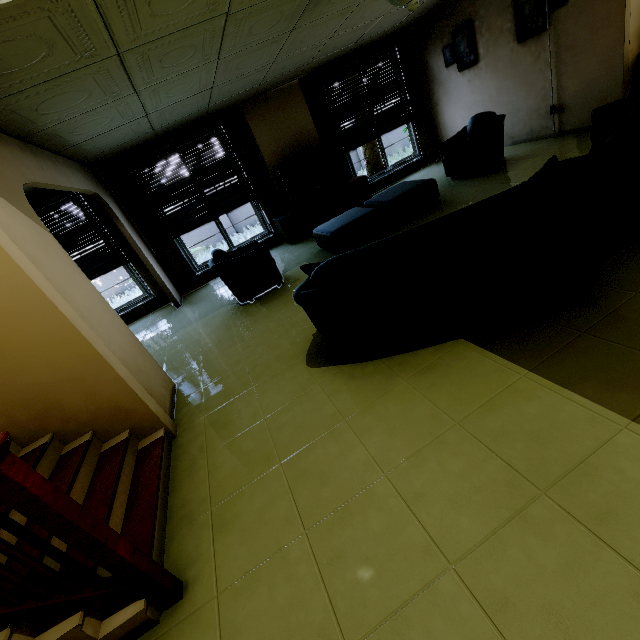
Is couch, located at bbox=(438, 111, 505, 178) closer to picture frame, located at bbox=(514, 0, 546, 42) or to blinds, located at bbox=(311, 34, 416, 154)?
picture frame, located at bbox=(514, 0, 546, 42)

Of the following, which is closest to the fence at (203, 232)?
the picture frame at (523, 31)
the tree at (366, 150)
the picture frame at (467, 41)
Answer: the tree at (366, 150)

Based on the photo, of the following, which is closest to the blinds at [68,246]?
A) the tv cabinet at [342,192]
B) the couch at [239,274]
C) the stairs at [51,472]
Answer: the couch at [239,274]

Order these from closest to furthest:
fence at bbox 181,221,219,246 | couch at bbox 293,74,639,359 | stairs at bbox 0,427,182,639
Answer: stairs at bbox 0,427,182,639 < couch at bbox 293,74,639,359 < fence at bbox 181,221,219,246

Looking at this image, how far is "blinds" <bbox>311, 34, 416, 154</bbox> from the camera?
6.8m

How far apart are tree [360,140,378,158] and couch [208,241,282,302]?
7.42m

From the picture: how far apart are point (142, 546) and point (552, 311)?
3.0 meters

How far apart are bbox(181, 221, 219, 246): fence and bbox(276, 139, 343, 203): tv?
6.8 meters
